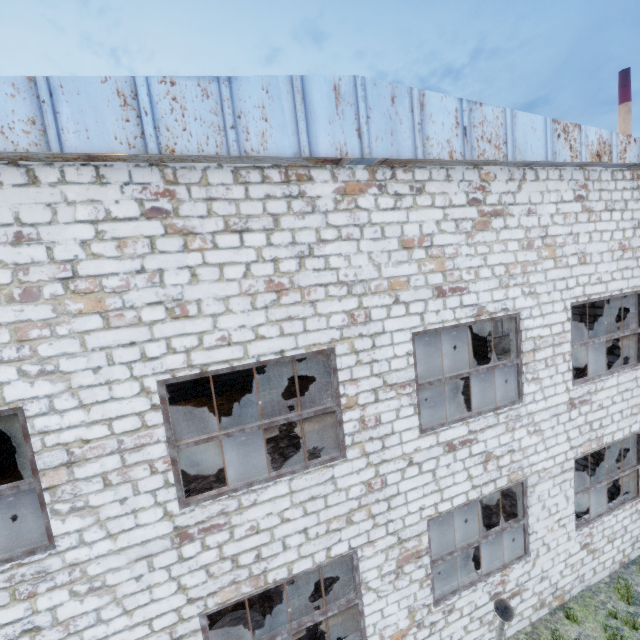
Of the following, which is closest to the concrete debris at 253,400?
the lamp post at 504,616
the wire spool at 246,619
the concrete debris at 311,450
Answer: the concrete debris at 311,450

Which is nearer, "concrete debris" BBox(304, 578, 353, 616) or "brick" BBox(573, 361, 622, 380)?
"concrete debris" BBox(304, 578, 353, 616)

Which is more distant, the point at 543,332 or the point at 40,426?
the point at 543,332

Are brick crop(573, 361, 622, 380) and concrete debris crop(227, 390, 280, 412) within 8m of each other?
no

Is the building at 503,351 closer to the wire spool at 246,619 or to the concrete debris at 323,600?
the concrete debris at 323,600

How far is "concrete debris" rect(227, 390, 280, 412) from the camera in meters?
11.9

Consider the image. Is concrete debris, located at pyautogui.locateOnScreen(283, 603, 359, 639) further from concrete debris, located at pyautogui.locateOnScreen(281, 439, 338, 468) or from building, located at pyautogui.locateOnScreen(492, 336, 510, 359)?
building, located at pyautogui.locateOnScreen(492, 336, 510, 359)

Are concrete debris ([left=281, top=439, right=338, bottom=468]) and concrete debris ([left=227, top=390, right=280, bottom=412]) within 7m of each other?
yes
